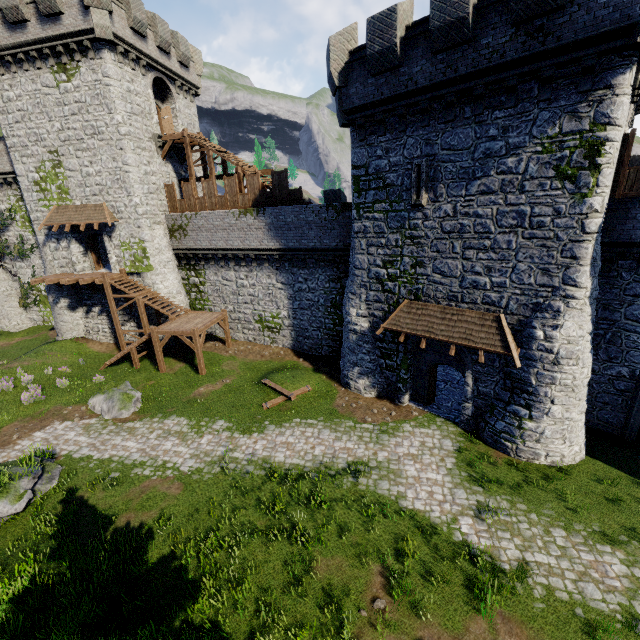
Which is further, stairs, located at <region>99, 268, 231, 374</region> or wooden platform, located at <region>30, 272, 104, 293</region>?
wooden platform, located at <region>30, 272, 104, 293</region>

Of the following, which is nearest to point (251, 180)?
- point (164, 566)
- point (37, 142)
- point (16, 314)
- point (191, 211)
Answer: point (191, 211)

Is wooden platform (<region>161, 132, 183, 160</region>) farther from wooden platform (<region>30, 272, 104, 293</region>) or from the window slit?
the window slit

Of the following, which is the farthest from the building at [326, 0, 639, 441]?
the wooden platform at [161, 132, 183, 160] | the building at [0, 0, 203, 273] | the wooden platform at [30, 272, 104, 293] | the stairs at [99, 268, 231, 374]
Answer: the wooden platform at [30, 272, 104, 293]

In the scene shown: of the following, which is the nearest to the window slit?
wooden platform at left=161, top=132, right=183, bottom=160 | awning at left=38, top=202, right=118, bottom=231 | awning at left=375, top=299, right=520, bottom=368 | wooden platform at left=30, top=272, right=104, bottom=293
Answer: awning at left=375, top=299, right=520, bottom=368

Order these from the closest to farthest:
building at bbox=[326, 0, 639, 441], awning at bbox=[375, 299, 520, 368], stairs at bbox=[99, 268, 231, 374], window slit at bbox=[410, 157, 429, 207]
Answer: building at bbox=[326, 0, 639, 441], awning at bbox=[375, 299, 520, 368], window slit at bbox=[410, 157, 429, 207], stairs at bbox=[99, 268, 231, 374]

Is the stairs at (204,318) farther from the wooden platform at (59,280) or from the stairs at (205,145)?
the stairs at (205,145)

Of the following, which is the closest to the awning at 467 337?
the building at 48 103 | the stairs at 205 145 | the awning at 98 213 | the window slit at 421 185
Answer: the window slit at 421 185
